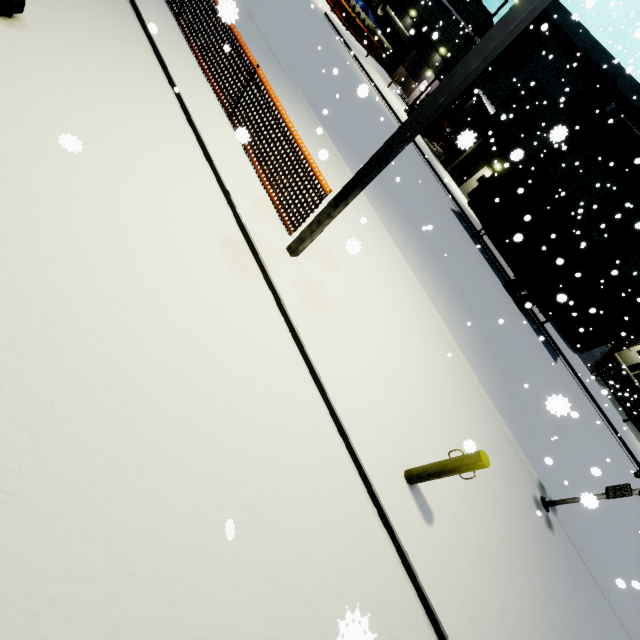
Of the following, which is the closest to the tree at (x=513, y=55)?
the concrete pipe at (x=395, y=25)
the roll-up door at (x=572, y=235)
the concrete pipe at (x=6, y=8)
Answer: the concrete pipe at (x=395, y=25)

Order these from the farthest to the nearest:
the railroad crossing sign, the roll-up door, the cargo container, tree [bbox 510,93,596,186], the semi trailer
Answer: the roll-up door
tree [bbox 510,93,596,186]
the semi trailer
the cargo container
the railroad crossing sign

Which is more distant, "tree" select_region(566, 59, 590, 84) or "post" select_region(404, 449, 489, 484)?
"tree" select_region(566, 59, 590, 84)

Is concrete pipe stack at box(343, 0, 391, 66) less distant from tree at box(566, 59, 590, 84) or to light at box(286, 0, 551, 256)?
tree at box(566, 59, 590, 84)

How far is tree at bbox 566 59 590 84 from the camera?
20.8m

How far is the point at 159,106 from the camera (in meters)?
5.34

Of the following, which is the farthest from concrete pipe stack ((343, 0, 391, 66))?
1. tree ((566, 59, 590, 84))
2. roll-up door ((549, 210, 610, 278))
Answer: roll-up door ((549, 210, 610, 278))

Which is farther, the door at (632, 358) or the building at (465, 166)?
the door at (632, 358)
